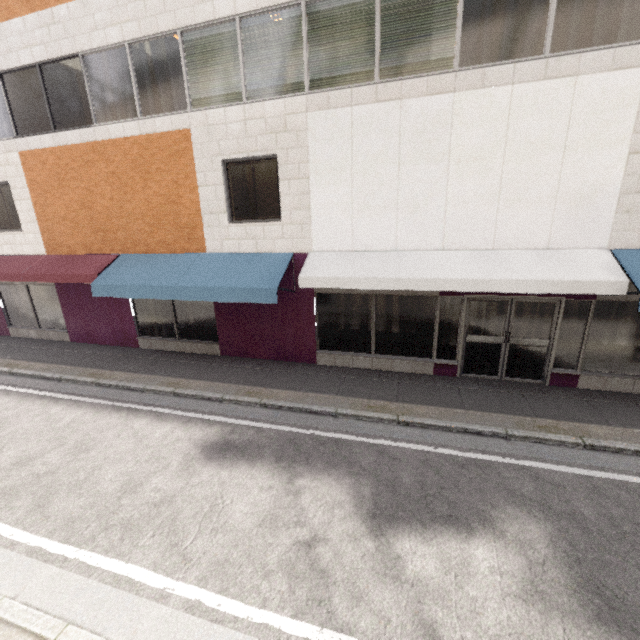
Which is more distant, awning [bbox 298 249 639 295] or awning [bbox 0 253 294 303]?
awning [bbox 0 253 294 303]

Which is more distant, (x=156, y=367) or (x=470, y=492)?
(x=156, y=367)

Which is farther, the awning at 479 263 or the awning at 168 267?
the awning at 168 267
